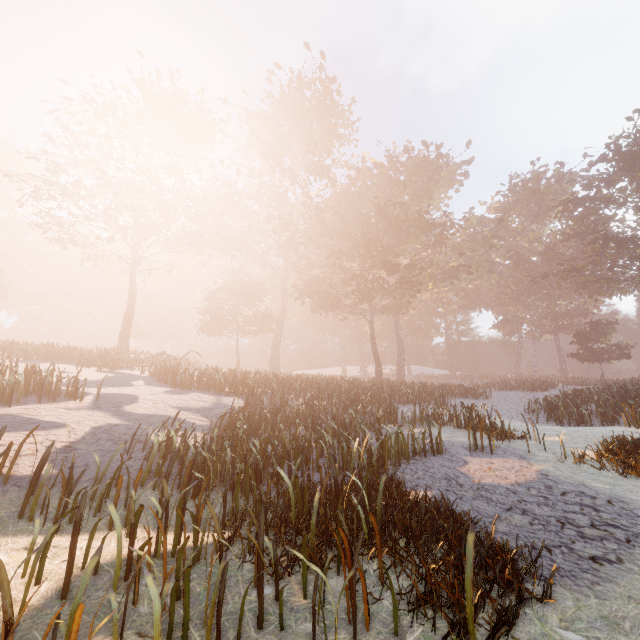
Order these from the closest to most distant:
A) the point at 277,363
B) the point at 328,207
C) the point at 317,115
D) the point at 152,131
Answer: the point at 152,131
the point at 328,207
the point at 317,115
the point at 277,363
